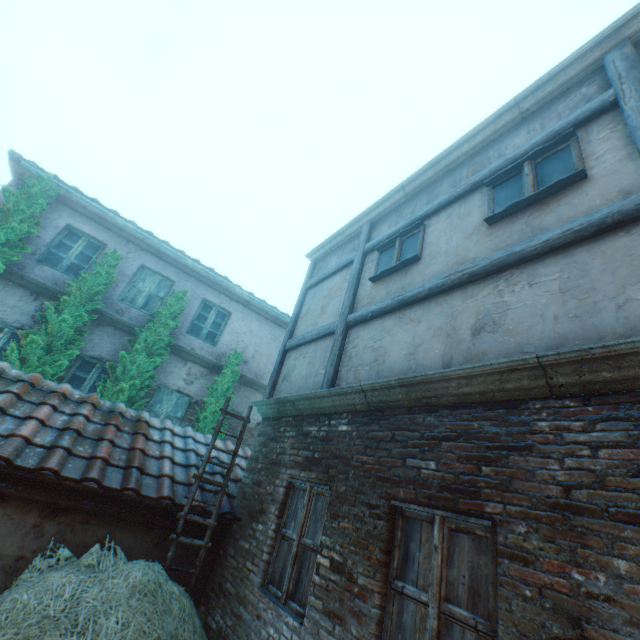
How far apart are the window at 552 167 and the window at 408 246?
1.0 meters

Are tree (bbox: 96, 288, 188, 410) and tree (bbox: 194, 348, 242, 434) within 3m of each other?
yes

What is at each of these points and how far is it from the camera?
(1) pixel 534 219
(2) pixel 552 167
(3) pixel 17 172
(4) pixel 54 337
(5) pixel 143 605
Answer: (1) building, 3.5m
(2) window, 3.6m
(3) building, 8.2m
(4) tree, 7.2m
(5) straw pile, 3.0m

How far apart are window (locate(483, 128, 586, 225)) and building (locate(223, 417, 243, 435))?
8.3m

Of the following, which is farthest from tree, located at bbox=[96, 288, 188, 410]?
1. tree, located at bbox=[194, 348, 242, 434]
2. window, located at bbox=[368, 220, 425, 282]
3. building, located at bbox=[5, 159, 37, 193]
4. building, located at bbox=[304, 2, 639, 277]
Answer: window, located at bbox=[368, 220, 425, 282]

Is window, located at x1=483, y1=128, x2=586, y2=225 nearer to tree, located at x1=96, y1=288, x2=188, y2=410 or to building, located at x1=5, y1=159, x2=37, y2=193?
tree, located at x1=96, y1=288, x2=188, y2=410

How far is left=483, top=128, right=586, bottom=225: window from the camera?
3.4m

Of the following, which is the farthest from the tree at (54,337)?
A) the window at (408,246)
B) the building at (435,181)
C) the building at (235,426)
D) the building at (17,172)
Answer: the window at (408,246)
